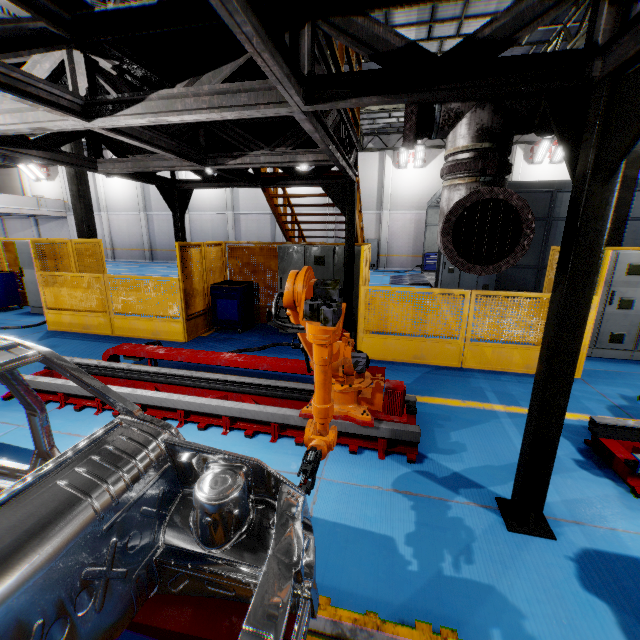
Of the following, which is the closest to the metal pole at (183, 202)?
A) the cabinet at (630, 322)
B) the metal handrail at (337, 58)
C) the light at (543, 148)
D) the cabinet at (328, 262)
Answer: the cabinet at (328, 262)

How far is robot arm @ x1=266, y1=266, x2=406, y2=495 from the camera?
2.4m

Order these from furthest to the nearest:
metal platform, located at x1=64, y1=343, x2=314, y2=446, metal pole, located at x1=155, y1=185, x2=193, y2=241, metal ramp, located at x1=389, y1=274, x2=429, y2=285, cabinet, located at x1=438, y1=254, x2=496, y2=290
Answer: metal ramp, located at x1=389, y1=274, x2=429, y2=285 → cabinet, located at x1=438, y1=254, x2=496, y2=290 → metal pole, located at x1=155, y1=185, x2=193, y2=241 → metal platform, located at x1=64, y1=343, x2=314, y2=446

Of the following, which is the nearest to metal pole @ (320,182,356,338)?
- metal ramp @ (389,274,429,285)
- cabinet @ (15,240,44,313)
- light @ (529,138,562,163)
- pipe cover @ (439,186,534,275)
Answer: pipe cover @ (439,186,534,275)

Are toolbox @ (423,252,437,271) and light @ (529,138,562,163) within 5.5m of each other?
no

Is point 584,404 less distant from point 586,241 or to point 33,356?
point 586,241

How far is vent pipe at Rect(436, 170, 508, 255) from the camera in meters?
2.4 m

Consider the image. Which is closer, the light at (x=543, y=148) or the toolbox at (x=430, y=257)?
the light at (x=543, y=148)
